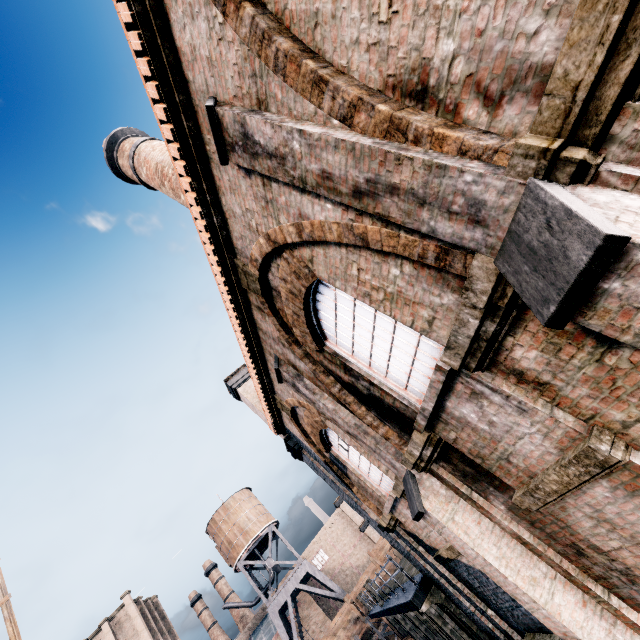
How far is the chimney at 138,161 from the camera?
13.4m

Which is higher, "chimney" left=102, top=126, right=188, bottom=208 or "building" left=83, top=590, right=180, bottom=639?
"building" left=83, top=590, right=180, bottom=639

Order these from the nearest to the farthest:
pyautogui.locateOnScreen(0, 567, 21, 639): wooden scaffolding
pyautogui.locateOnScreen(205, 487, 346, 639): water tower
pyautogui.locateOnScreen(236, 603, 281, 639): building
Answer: pyautogui.locateOnScreen(0, 567, 21, 639): wooden scaffolding, pyautogui.locateOnScreen(205, 487, 346, 639): water tower, pyautogui.locateOnScreen(236, 603, 281, 639): building

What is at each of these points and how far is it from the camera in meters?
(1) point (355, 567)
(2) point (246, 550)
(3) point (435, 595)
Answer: (1) building, 59.5 m
(2) water tower, 42.4 m
(3) column, 11.0 m

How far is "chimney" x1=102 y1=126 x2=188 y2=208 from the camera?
13.4 meters

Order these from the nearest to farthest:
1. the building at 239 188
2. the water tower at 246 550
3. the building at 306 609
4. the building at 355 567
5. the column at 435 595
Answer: the building at 239 188
the column at 435 595
the water tower at 246 550
the building at 306 609
the building at 355 567

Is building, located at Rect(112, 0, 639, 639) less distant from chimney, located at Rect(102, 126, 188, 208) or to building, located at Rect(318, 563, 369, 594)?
chimney, located at Rect(102, 126, 188, 208)

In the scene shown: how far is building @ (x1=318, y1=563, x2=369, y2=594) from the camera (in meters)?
57.88
